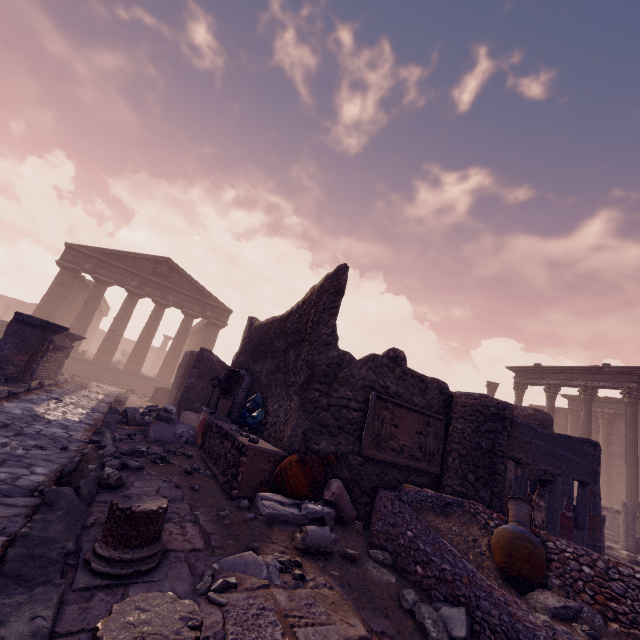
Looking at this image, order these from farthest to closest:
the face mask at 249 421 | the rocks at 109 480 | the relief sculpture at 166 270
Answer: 1. the relief sculpture at 166 270
2. the face mask at 249 421
3. the rocks at 109 480

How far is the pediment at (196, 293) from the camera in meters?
21.7 m

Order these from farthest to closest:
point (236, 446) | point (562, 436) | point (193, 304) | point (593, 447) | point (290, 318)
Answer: point (193, 304) → point (593, 447) → point (562, 436) → point (290, 318) → point (236, 446)

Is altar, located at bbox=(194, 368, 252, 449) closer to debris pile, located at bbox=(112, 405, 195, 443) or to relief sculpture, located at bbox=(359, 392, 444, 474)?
debris pile, located at bbox=(112, 405, 195, 443)

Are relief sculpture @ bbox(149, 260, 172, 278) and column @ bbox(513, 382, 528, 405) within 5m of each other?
no

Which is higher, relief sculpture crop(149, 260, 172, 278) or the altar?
relief sculpture crop(149, 260, 172, 278)

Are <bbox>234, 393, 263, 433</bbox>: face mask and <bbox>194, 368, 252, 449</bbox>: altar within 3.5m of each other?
yes

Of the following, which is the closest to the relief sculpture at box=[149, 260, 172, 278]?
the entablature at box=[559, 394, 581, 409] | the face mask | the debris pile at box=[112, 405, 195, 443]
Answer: the debris pile at box=[112, 405, 195, 443]
